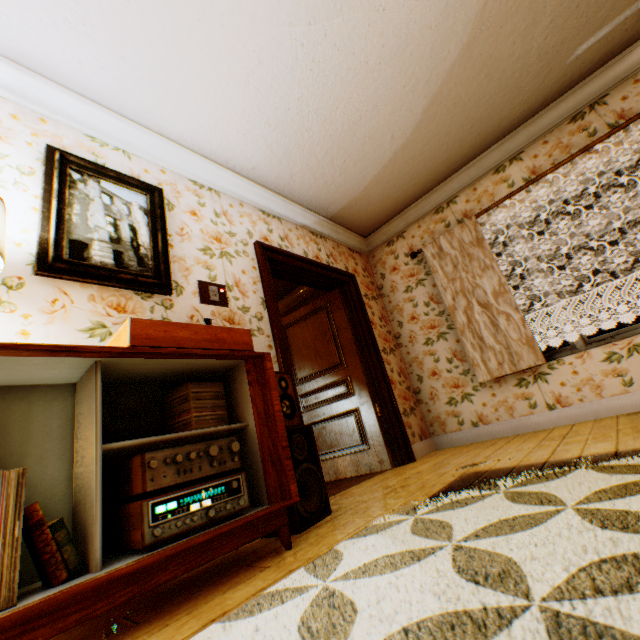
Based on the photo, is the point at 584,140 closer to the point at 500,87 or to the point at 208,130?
the point at 500,87

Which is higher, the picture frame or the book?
the picture frame

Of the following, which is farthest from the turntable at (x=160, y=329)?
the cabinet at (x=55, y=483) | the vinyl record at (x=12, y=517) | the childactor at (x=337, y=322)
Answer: the childactor at (x=337, y=322)

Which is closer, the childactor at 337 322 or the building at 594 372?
the building at 594 372

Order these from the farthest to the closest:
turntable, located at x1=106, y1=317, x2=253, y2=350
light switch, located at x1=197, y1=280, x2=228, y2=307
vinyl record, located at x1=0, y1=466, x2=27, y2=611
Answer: light switch, located at x1=197, y1=280, x2=228, y2=307 → turntable, located at x1=106, y1=317, x2=253, y2=350 → vinyl record, located at x1=0, y1=466, x2=27, y2=611

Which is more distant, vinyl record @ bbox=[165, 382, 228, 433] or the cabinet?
vinyl record @ bbox=[165, 382, 228, 433]

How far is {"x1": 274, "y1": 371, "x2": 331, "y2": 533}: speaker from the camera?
1.86m

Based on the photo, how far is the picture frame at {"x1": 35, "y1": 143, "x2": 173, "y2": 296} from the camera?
1.9m
